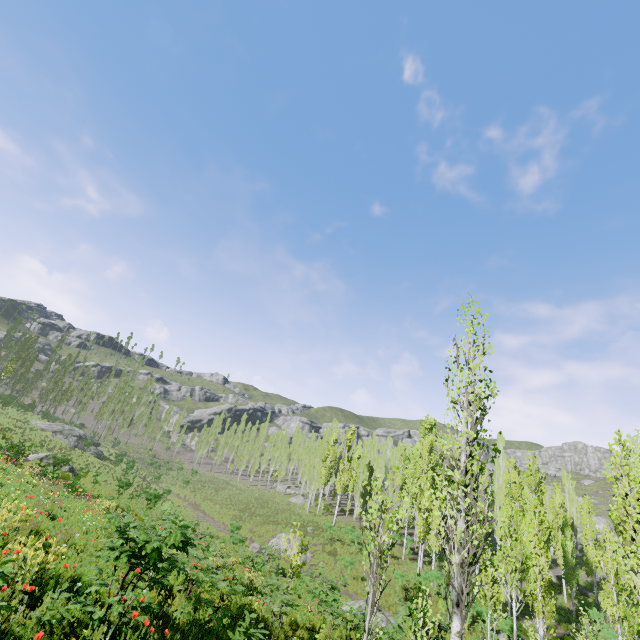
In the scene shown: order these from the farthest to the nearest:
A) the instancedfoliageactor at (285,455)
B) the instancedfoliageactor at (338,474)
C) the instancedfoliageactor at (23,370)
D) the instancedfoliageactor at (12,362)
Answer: the instancedfoliageactor at (285,455), the instancedfoliageactor at (12,362), the instancedfoliageactor at (23,370), the instancedfoliageactor at (338,474)

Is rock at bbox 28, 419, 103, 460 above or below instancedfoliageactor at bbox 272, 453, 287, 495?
below

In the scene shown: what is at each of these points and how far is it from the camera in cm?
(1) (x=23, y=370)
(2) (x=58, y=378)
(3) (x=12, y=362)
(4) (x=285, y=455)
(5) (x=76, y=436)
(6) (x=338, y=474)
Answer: (1) instancedfoliageactor, 5344
(2) instancedfoliageactor, 5575
(3) instancedfoliageactor, 4909
(4) instancedfoliageactor, 5984
(5) rock, 4412
(6) instancedfoliageactor, 3978

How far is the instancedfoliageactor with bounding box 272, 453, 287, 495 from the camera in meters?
51.9 m

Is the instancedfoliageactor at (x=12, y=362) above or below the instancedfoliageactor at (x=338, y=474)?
above

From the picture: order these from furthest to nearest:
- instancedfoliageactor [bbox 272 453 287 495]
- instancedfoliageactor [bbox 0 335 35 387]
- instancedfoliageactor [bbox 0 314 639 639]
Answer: instancedfoliageactor [bbox 272 453 287 495]
instancedfoliageactor [bbox 0 335 35 387]
instancedfoliageactor [bbox 0 314 639 639]
